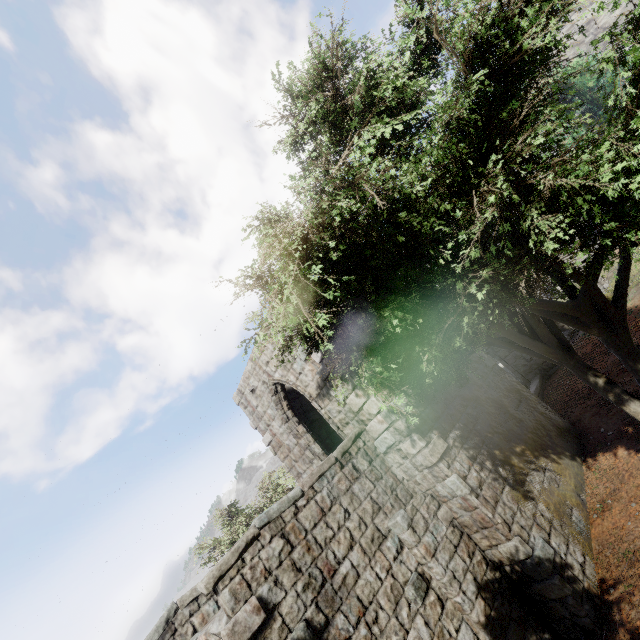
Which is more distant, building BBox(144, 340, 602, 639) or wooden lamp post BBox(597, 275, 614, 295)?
wooden lamp post BBox(597, 275, 614, 295)

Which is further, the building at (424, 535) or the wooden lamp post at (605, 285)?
the wooden lamp post at (605, 285)

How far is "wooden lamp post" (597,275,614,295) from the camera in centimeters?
1566cm

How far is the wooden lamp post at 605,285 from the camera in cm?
1566

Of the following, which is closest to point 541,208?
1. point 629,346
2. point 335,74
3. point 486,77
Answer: point 486,77
